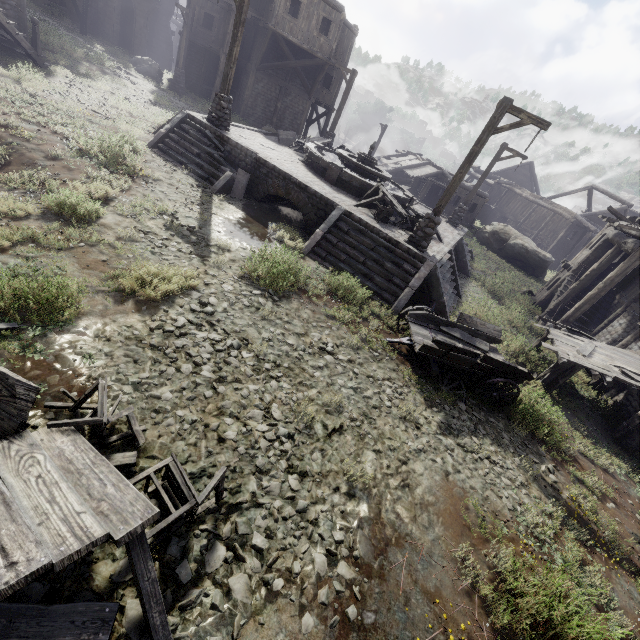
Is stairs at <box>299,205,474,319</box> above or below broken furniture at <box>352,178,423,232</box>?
below

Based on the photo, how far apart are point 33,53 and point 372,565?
22.9 meters

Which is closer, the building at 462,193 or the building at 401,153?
the building at 401,153

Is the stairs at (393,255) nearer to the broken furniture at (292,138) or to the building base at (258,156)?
the building base at (258,156)

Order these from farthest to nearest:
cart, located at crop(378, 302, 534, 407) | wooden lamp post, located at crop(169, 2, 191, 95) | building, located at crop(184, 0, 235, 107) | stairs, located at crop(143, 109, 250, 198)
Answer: building, located at crop(184, 0, 235, 107) < wooden lamp post, located at crop(169, 2, 191, 95) < stairs, located at crop(143, 109, 250, 198) < cart, located at crop(378, 302, 534, 407)

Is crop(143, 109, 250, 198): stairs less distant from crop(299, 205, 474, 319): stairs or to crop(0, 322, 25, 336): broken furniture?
crop(299, 205, 474, 319): stairs

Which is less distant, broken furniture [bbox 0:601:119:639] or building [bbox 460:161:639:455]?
broken furniture [bbox 0:601:119:639]

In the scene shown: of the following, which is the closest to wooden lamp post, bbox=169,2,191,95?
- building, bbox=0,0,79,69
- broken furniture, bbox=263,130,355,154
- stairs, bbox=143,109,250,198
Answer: building, bbox=0,0,79,69
